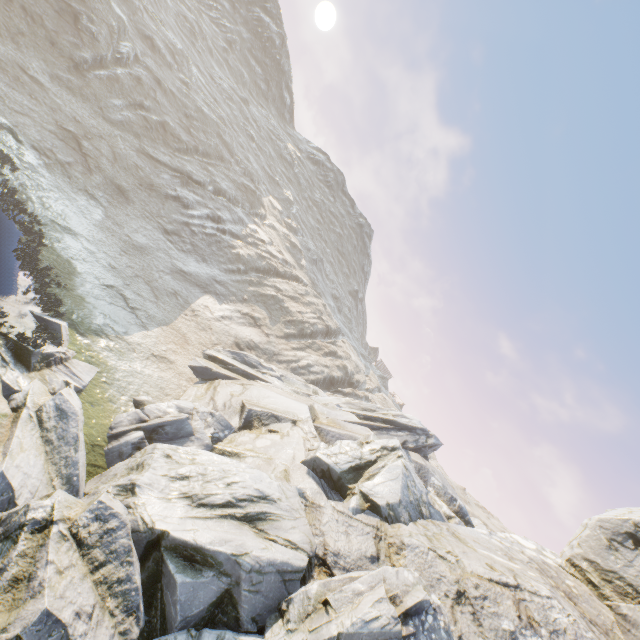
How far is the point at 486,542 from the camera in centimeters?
1344cm
